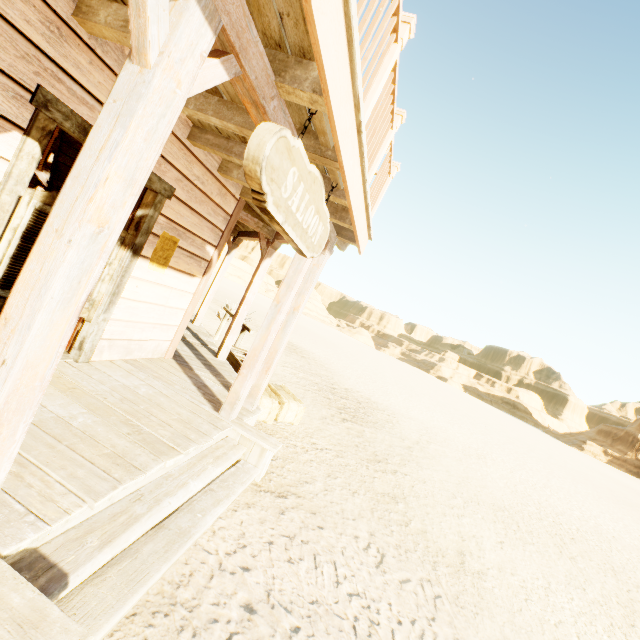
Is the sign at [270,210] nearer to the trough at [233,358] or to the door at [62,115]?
the door at [62,115]

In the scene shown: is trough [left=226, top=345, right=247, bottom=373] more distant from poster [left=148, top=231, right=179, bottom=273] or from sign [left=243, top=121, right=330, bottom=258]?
sign [left=243, top=121, right=330, bottom=258]

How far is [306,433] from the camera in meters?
6.0 m

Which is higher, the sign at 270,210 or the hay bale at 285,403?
the sign at 270,210

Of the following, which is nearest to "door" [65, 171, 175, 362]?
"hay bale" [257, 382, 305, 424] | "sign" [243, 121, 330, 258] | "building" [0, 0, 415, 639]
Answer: "building" [0, 0, 415, 639]

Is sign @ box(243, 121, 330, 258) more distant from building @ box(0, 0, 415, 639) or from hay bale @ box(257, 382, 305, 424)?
hay bale @ box(257, 382, 305, 424)

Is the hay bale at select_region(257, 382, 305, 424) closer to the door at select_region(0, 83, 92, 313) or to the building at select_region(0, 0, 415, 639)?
the building at select_region(0, 0, 415, 639)

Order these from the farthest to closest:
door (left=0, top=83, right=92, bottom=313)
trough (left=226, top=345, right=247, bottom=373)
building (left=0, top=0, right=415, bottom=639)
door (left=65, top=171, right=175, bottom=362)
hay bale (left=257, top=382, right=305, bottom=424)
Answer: trough (left=226, top=345, right=247, bottom=373)
hay bale (left=257, top=382, right=305, bottom=424)
door (left=65, top=171, right=175, bottom=362)
door (left=0, top=83, right=92, bottom=313)
building (left=0, top=0, right=415, bottom=639)
